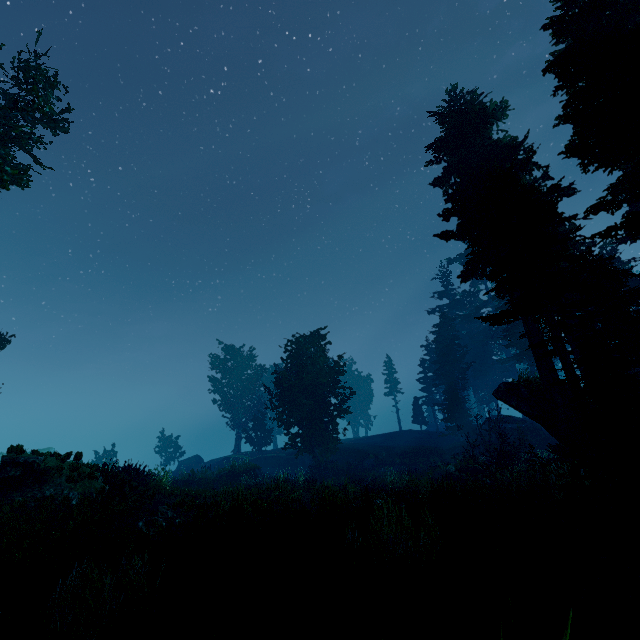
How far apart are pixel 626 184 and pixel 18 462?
25.42m

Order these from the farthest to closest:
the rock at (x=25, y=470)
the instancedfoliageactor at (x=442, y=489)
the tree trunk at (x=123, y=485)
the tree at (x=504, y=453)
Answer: the tree at (x=504, y=453)
the tree trunk at (x=123, y=485)
the rock at (x=25, y=470)
the instancedfoliageactor at (x=442, y=489)

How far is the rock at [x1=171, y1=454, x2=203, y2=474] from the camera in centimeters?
4184cm

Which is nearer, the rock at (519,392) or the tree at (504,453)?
the rock at (519,392)

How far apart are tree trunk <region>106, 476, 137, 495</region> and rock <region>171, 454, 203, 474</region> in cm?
3224

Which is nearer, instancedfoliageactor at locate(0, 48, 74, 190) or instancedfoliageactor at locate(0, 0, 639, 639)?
instancedfoliageactor at locate(0, 0, 639, 639)

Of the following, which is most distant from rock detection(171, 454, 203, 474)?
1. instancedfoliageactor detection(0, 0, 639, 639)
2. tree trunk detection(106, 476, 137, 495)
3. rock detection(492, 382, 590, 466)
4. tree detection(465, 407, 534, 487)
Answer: rock detection(492, 382, 590, 466)
